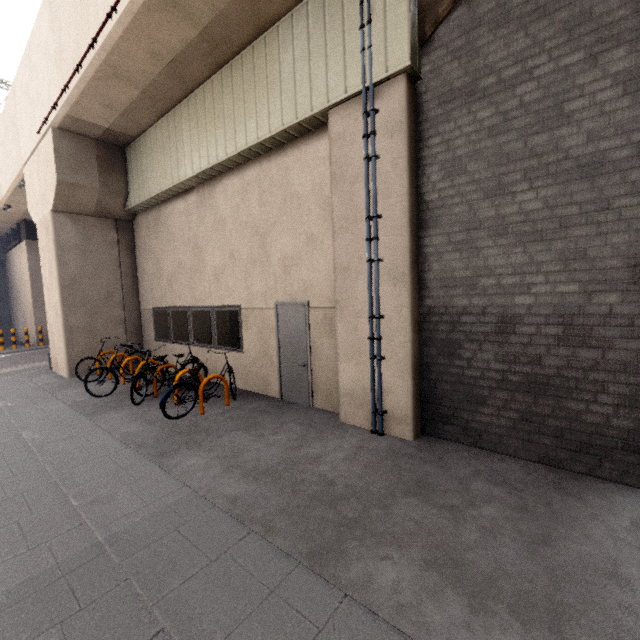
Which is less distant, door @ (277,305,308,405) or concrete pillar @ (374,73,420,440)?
concrete pillar @ (374,73,420,440)

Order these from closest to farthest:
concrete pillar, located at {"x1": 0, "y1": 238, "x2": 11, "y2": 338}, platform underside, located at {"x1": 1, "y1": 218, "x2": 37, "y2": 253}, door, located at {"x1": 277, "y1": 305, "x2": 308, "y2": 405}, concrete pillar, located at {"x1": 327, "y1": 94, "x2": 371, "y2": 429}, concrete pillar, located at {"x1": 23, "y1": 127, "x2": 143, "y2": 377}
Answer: concrete pillar, located at {"x1": 327, "y1": 94, "x2": 371, "y2": 429}, door, located at {"x1": 277, "y1": 305, "x2": 308, "y2": 405}, concrete pillar, located at {"x1": 23, "y1": 127, "x2": 143, "y2": 377}, platform underside, located at {"x1": 1, "y1": 218, "x2": 37, "y2": 253}, concrete pillar, located at {"x1": 0, "y1": 238, "x2": 11, "y2": 338}

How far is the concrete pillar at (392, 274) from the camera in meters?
4.5 m

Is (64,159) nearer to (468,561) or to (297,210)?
(297,210)

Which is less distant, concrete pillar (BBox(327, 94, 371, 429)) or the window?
concrete pillar (BBox(327, 94, 371, 429))

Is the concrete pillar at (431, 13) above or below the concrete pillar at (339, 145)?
above

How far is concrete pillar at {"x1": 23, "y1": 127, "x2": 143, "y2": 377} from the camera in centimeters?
911cm

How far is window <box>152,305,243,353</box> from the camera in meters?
7.8 m
